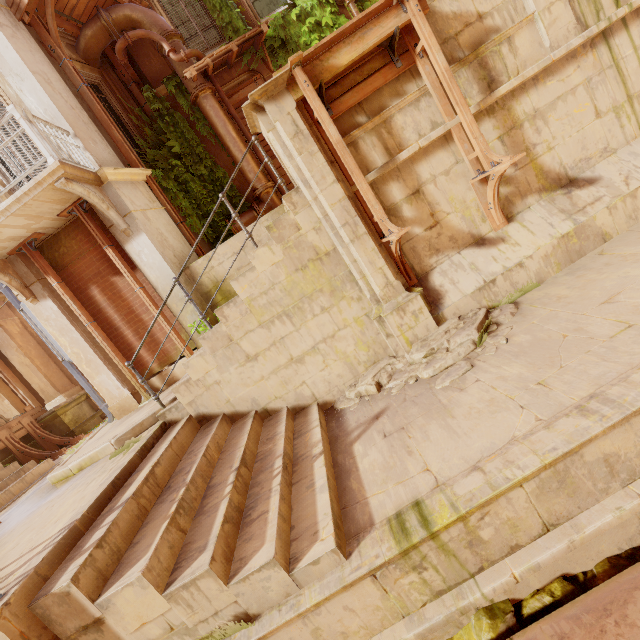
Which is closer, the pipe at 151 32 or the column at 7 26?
the column at 7 26

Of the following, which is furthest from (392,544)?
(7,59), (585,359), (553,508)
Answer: (7,59)

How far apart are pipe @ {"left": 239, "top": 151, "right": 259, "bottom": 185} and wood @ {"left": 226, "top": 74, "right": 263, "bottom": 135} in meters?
0.3

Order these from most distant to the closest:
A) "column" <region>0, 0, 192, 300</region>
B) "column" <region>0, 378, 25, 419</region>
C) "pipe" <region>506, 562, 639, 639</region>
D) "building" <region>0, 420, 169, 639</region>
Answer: "column" <region>0, 378, 25, 419</region>, "column" <region>0, 0, 192, 300</region>, "building" <region>0, 420, 169, 639</region>, "pipe" <region>506, 562, 639, 639</region>

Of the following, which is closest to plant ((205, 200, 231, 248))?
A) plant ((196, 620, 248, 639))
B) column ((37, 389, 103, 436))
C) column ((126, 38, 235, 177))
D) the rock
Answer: column ((126, 38, 235, 177))

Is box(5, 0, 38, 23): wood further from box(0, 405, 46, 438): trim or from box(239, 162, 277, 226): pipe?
box(0, 405, 46, 438): trim

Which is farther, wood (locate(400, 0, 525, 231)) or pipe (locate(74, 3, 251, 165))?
pipe (locate(74, 3, 251, 165))

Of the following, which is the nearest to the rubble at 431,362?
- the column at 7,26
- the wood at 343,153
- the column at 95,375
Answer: the wood at 343,153
